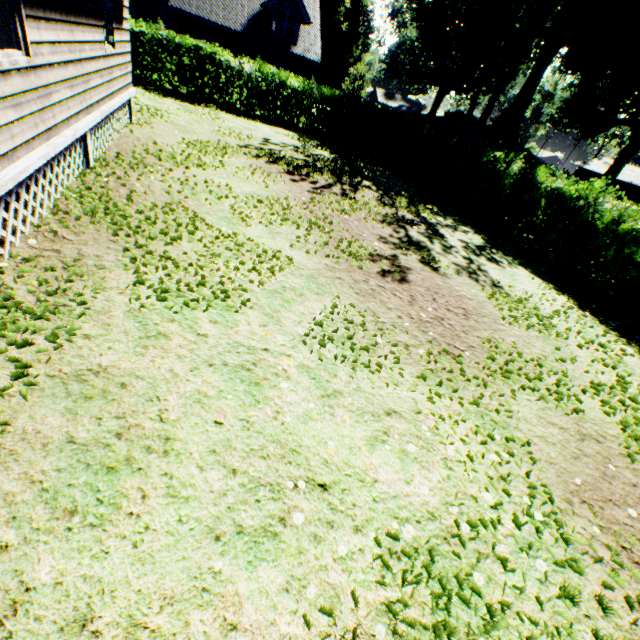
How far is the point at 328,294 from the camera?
5.12m

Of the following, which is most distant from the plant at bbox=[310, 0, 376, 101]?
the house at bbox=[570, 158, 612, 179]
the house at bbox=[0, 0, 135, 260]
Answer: the house at bbox=[0, 0, 135, 260]

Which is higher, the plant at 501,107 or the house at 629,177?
the plant at 501,107

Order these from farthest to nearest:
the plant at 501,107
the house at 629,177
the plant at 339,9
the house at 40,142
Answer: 1. the house at 629,177
2. the plant at 339,9
3. the plant at 501,107
4. the house at 40,142

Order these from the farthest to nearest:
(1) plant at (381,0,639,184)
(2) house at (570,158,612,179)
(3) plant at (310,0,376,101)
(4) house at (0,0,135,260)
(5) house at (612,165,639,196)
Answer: (2) house at (570,158,612,179) < (5) house at (612,165,639,196) < (3) plant at (310,0,376,101) < (1) plant at (381,0,639,184) < (4) house at (0,0,135,260)
